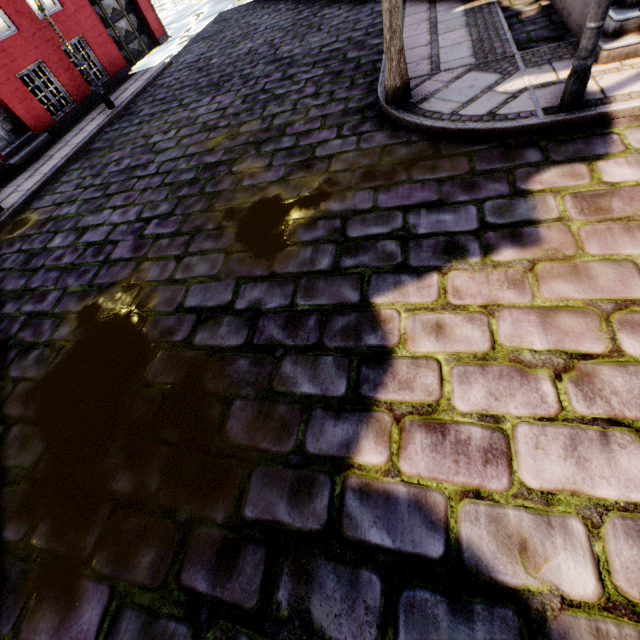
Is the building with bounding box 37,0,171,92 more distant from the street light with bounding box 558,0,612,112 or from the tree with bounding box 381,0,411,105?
the tree with bounding box 381,0,411,105

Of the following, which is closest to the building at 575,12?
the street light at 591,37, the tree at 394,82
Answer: the street light at 591,37

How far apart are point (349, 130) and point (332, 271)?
3.0 meters

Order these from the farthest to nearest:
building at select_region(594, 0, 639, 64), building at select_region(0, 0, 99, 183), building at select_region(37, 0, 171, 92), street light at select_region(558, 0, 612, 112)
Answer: building at select_region(37, 0, 171, 92) < building at select_region(0, 0, 99, 183) < building at select_region(594, 0, 639, 64) < street light at select_region(558, 0, 612, 112)

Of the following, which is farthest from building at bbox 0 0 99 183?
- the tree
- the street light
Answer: the tree

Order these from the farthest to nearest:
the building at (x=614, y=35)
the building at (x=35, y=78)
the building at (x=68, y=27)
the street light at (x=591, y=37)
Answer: the building at (x=68, y=27), the building at (x=35, y=78), the building at (x=614, y=35), the street light at (x=591, y=37)
